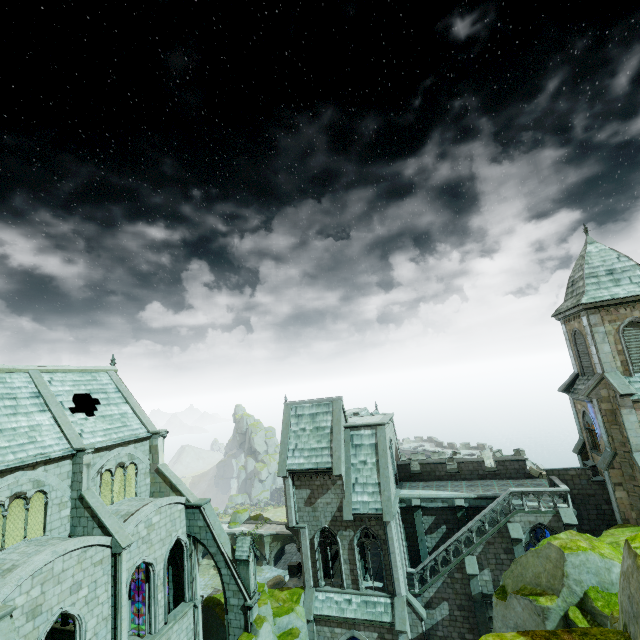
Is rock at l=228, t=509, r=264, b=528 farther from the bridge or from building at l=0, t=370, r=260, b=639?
building at l=0, t=370, r=260, b=639

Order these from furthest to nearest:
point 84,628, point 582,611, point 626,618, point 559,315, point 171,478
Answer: point 559,315 < point 171,478 < point 84,628 < point 582,611 < point 626,618

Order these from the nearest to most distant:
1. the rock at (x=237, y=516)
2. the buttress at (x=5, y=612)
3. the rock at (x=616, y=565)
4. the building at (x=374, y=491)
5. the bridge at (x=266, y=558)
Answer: the rock at (x=616, y=565), the buttress at (x=5, y=612), the building at (x=374, y=491), the bridge at (x=266, y=558), the rock at (x=237, y=516)

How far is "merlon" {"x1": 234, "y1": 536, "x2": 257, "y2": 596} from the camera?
21.3m

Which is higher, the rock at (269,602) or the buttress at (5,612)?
the buttress at (5,612)

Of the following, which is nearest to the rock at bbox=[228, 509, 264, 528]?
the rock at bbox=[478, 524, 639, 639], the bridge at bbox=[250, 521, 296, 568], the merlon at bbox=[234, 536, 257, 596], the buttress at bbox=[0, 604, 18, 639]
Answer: the bridge at bbox=[250, 521, 296, 568]

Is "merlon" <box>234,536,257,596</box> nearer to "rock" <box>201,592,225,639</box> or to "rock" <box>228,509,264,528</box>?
"rock" <box>201,592,225,639</box>
